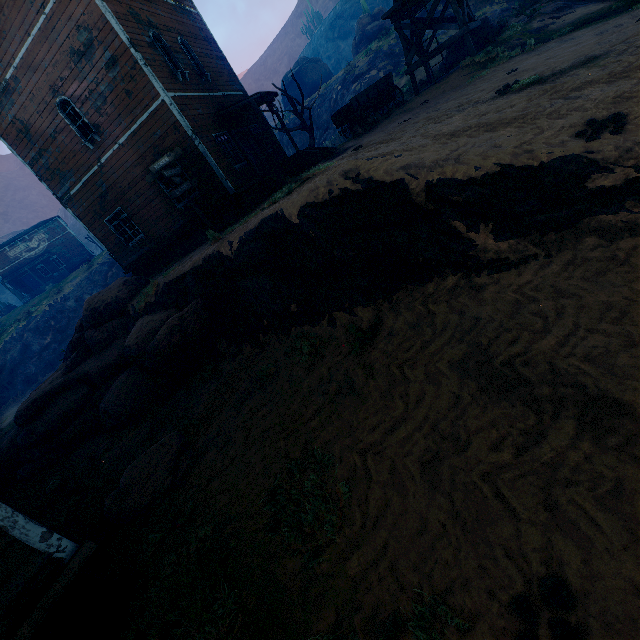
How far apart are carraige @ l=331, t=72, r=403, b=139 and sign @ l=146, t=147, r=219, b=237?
8.2m

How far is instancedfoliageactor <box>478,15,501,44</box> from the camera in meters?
14.6

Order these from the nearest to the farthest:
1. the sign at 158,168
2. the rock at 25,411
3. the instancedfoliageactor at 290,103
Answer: the rock at 25,411
the sign at 158,168
the instancedfoliageactor at 290,103

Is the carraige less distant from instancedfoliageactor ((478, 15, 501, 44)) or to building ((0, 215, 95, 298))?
building ((0, 215, 95, 298))

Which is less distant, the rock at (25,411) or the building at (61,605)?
the building at (61,605)

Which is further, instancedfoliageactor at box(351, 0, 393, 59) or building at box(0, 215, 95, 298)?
building at box(0, 215, 95, 298)

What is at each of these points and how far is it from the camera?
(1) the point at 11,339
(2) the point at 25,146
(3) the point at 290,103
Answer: (1) z, 31.0 meters
(2) building, 14.0 meters
(3) instancedfoliageactor, 19.6 meters

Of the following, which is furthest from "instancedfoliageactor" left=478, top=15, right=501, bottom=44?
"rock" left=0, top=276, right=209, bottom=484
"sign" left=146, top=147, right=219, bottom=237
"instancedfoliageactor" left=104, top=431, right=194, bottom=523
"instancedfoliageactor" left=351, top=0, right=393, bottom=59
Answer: "instancedfoliageactor" left=351, top=0, right=393, bottom=59
